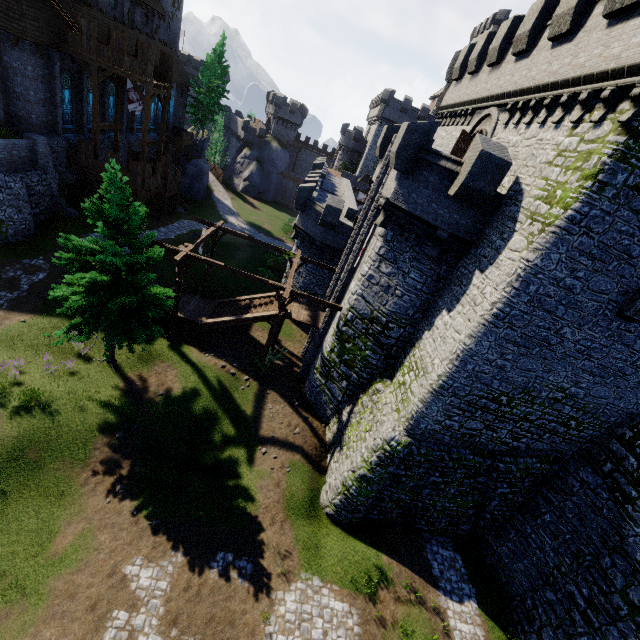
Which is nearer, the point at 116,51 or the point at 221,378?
the point at 221,378

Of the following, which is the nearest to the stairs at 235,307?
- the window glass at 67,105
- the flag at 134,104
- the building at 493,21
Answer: the flag at 134,104

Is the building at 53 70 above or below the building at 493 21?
below

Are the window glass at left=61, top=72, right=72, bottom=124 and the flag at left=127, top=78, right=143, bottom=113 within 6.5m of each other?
yes

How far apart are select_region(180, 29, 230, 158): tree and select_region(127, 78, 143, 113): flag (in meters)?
23.17

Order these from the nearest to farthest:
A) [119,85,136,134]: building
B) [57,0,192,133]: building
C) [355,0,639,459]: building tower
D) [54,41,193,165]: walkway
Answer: [355,0,639,459]: building tower < [54,41,193,165]: walkway < [57,0,192,133]: building < [119,85,136,134]: building

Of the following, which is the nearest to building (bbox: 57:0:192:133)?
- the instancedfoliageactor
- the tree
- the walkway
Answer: the walkway

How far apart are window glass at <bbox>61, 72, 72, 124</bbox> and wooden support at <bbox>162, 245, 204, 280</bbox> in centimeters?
1887cm
